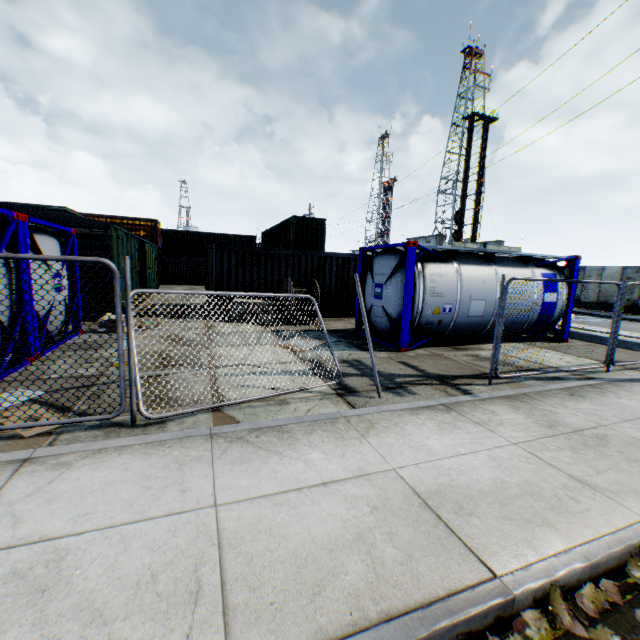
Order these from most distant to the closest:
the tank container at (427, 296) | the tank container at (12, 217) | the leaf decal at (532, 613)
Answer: the tank container at (427, 296) → the tank container at (12, 217) → the leaf decal at (532, 613)

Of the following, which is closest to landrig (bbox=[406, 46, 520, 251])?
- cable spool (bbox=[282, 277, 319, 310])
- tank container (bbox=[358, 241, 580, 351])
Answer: tank container (bbox=[358, 241, 580, 351])

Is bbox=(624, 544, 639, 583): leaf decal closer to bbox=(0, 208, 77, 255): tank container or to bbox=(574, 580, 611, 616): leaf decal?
bbox=(574, 580, 611, 616): leaf decal

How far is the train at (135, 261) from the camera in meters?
10.8

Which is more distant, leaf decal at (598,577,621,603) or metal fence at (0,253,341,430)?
metal fence at (0,253,341,430)

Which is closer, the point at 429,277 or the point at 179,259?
the point at 429,277

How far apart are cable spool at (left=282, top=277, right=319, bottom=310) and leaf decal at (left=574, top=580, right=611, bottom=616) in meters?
10.4

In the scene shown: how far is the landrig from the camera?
46.69m
